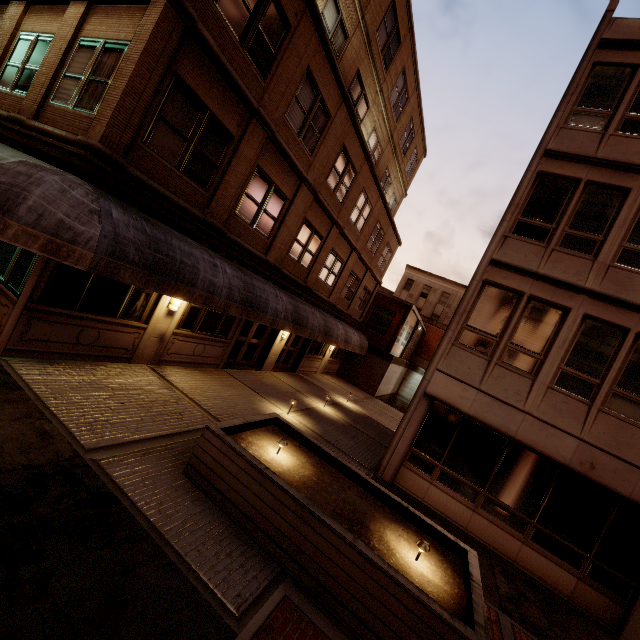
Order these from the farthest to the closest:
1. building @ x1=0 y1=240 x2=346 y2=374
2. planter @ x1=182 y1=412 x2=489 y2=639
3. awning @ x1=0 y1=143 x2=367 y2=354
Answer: building @ x1=0 y1=240 x2=346 y2=374 → awning @ x1=0 y1=143 x2=367 y2=354 → planter @ x1=182 y1=412 x2=489 y2=639

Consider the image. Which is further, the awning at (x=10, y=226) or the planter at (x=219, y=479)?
the awning at (x=10, y=226)

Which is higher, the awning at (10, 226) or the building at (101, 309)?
the awning at (10, 226)

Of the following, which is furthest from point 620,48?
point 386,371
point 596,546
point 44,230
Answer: point 386,371

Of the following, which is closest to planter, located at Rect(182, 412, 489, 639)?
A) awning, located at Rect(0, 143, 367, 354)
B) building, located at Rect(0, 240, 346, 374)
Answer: awning, located at Rect(0, 143, 367, 354)

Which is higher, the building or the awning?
the awning

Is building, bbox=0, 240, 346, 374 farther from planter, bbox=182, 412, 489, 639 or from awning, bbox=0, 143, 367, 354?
planter, bbox=182, 412, 489, 639
